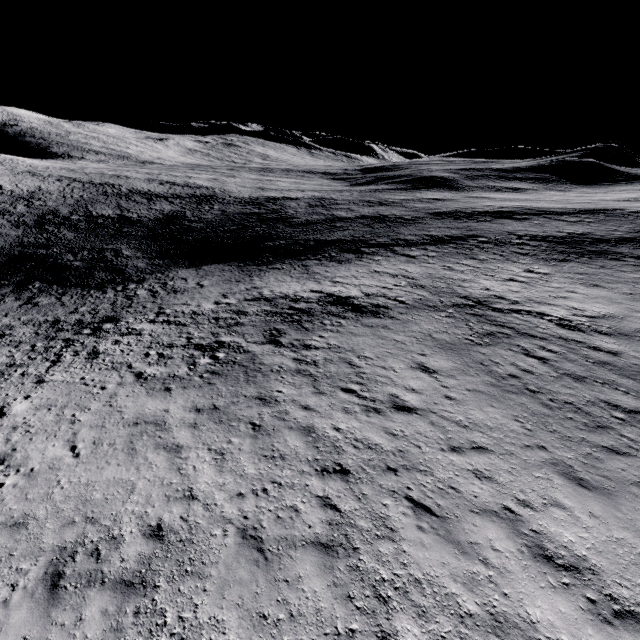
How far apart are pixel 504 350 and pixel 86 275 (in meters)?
46.67
